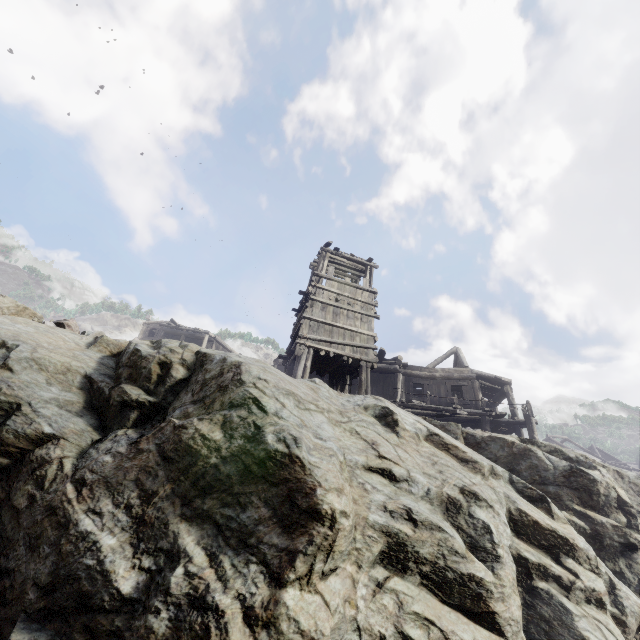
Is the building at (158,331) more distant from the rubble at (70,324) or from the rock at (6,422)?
the rubble at (70,324)

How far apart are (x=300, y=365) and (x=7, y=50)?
90.6 meters

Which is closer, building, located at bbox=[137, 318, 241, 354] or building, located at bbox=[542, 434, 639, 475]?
building, located at bbox=[137, 318, 241, 354]

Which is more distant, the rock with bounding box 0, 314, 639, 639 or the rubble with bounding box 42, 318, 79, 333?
the rubble with bounding box 42, 318, 79, 333

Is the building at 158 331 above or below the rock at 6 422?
above

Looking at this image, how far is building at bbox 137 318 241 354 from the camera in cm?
3200

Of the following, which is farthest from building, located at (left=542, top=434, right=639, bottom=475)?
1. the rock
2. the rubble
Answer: the rubble
